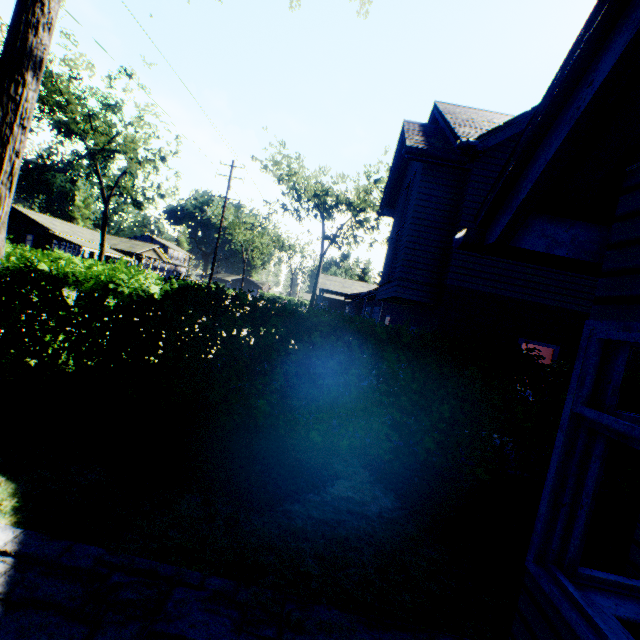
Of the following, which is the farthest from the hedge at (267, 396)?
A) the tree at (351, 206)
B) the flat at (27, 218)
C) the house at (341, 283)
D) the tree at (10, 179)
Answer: the flat at (27, 218)

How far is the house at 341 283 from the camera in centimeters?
4012cm

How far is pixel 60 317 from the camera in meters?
5.3 m

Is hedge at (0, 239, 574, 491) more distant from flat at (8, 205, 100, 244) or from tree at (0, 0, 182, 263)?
flat at (8, 205, 100, 244)

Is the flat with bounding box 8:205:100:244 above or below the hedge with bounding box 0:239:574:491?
above

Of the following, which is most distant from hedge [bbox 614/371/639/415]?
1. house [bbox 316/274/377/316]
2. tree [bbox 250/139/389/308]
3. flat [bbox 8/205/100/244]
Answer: flat [bbox 8/205/100/244]

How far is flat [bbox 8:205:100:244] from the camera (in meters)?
41.53

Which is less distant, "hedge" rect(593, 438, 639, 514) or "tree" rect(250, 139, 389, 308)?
"hedge" rect(593, 438, 639, 514)
